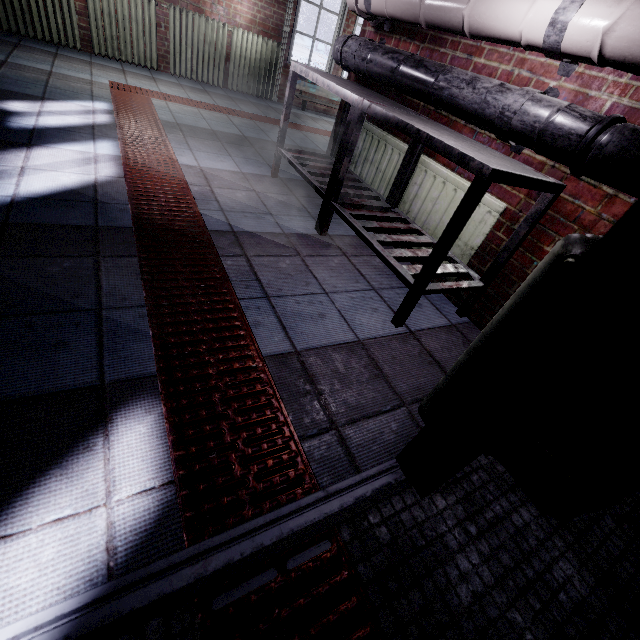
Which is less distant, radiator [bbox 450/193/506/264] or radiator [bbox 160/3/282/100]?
radiator [bbox 450/193/506/264]

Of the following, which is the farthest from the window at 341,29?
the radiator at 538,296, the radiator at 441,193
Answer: the radiator at 538,296

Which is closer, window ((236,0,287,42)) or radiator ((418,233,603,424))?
radiator ((418,233,603,424))

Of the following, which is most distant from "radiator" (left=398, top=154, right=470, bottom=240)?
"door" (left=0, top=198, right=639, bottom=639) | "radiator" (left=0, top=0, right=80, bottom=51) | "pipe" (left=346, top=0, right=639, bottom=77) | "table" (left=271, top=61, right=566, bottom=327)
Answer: "radiator" (left=0, top=0, right=80, bottom=51)

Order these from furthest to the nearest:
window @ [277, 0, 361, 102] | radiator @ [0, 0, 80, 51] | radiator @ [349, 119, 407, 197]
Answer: window @ [277, 0, 361, 102] → radiator @ [0, 0, 80, 51] → radiator @ [349, 119, 407, 197]

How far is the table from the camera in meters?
1.4

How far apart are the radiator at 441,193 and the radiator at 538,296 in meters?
0.7

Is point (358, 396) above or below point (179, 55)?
below
